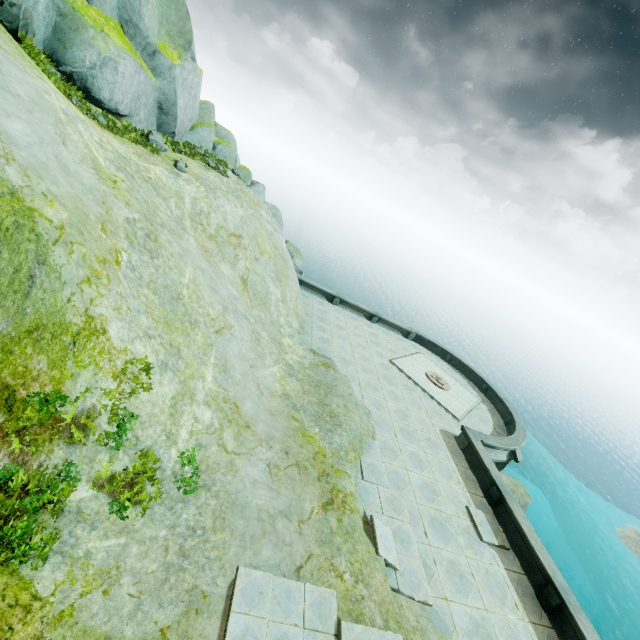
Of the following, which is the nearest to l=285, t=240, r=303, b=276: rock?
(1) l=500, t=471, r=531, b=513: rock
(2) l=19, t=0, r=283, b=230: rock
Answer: (2) l=19, t=0, r=283, b=230: rock

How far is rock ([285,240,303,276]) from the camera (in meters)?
27.92

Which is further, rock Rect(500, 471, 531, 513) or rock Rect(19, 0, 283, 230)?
rock Rect(500, 471, 531, 513)

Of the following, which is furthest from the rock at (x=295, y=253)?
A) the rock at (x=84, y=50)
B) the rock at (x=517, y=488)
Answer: the rock at (x=517, y=488)

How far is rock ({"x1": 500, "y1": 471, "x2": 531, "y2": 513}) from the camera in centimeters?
2787cm

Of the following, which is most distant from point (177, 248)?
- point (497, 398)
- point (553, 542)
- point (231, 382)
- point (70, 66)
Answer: point (553, 542)

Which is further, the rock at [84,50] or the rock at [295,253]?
the rock at [295,253]
